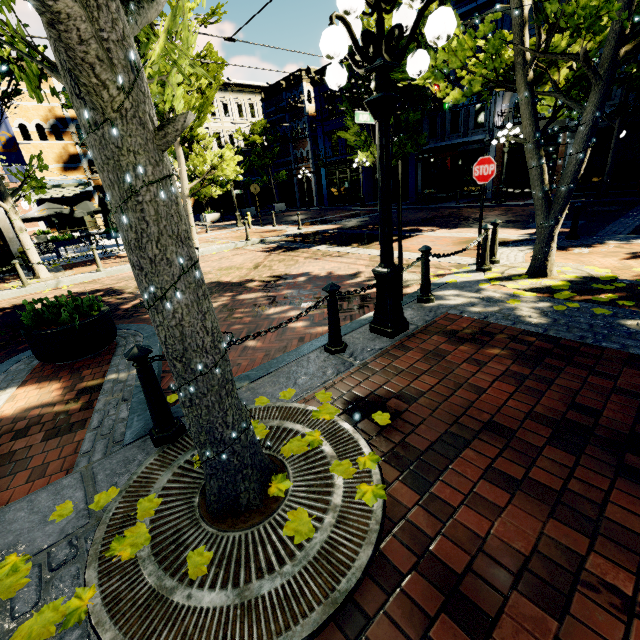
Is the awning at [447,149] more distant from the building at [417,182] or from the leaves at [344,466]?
the leaves at [344,466]

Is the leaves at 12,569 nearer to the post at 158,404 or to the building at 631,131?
the post at 158,404

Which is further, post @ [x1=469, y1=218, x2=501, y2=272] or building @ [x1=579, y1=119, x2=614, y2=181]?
building @ [x1=579, y1=119, x2=614, y2=181]

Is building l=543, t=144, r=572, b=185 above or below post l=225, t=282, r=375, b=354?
above

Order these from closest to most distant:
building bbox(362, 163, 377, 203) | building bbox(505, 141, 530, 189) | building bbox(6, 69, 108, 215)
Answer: building bbox(505, 141, 530, 189), building bbox(6, 69, 108, 215), building bbox(362, 163, 377, 203)

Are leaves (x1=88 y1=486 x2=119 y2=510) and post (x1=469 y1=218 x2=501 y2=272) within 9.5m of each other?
yes

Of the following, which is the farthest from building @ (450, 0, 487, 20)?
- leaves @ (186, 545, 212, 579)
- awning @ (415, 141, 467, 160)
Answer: leaves @ (186, 545, 212, 579)

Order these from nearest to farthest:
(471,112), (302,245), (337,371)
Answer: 1. (337,371)
2. (302,245)
3. (471,112)
